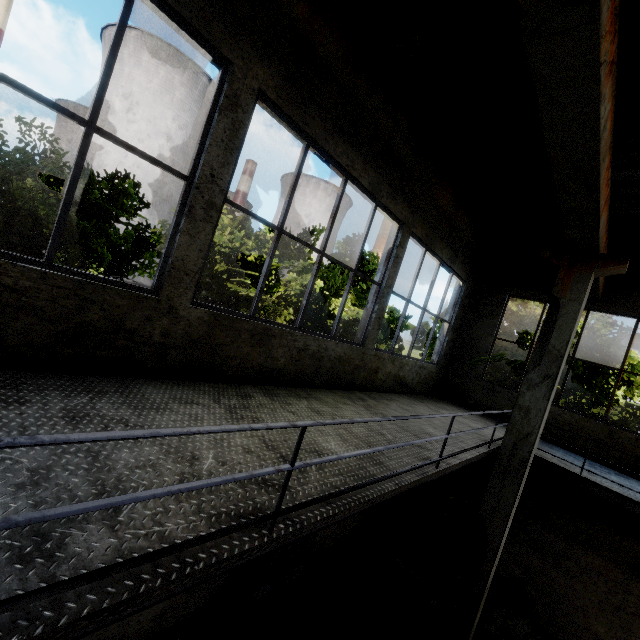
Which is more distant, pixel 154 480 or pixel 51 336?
pixel 51 336

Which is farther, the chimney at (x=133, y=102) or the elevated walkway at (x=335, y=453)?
the chimney at (x=133, y=102)

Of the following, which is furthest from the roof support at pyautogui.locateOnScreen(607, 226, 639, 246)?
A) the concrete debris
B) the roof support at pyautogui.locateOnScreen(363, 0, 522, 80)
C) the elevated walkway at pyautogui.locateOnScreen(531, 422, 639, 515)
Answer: the concrete debris

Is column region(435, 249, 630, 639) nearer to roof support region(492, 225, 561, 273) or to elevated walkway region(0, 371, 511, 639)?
elevated walkway region(0, 371, 511, 639)

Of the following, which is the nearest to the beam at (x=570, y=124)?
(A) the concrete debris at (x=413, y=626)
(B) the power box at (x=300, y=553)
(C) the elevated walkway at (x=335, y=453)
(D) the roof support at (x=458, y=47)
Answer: (D) the roof support at (x=458, y=47)

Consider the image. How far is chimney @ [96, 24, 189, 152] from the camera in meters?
57.6 m

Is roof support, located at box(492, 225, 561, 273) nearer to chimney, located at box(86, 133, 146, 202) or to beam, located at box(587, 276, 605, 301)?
beam, located at box(587, 276, 605, 301)

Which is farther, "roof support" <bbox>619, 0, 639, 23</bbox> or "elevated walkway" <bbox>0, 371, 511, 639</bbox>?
"roof support" <bbox>619, 0, 639, 23</bbox>
